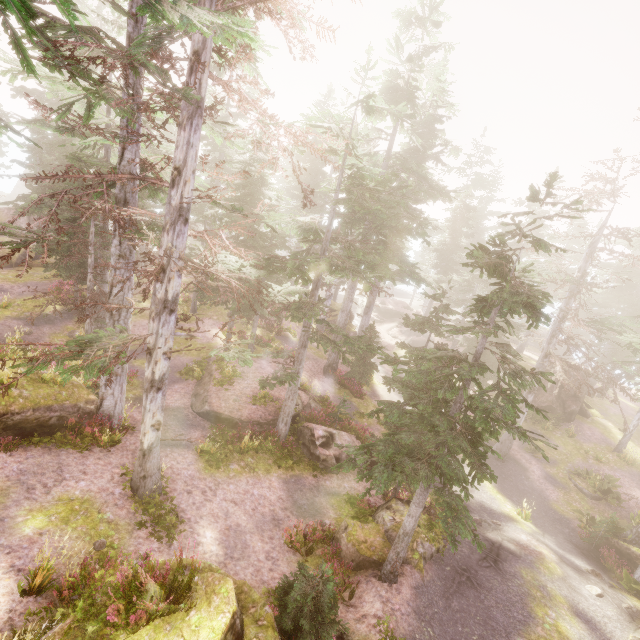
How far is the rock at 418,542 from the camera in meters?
10.7 m

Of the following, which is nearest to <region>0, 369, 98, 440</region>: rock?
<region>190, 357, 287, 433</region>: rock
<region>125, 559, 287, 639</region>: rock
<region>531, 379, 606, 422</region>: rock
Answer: <region>125, 559, 287, 639</region>: rock

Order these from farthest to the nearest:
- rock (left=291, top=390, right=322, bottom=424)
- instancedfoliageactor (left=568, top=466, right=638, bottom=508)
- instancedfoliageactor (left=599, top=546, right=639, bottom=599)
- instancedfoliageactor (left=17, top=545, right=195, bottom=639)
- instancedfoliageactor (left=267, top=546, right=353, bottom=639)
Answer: instancedfoliageactor (left=568, top=466, right=638, bottom=508) → rock (left=291, top=390, right=322, bottom=424) → instancedfoliageactor (left=599, top=546, right=639, bottom=599) → instancedfoliageactor (left=267, top=546, right=353, bottom=639) → instancedfoliageactor (left=17, top=545, right=195, bottom=639)

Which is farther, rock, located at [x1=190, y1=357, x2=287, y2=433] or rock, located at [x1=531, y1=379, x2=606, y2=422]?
rock, located at [x1=531, y1=379, x2=606, y2=422]

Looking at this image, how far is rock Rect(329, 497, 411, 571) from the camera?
10.9m

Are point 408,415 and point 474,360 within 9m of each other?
yes

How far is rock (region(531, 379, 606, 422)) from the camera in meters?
26.8
